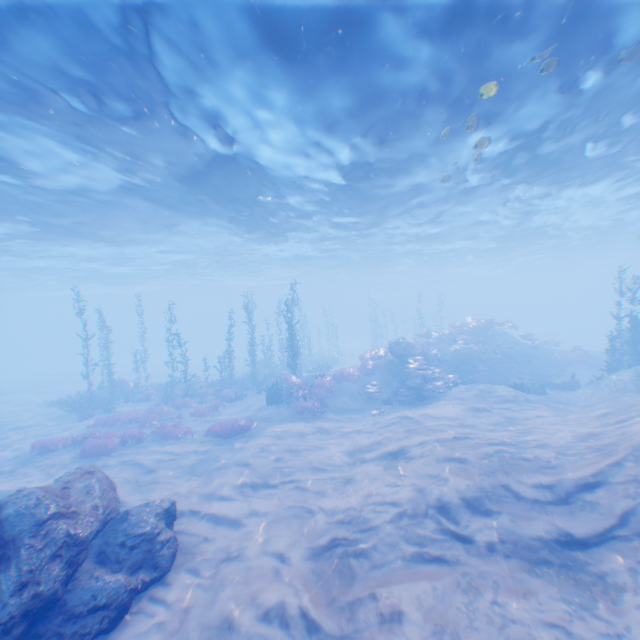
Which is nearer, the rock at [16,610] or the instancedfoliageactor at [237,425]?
the rock at [16,610]

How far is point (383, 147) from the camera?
13.8 meters

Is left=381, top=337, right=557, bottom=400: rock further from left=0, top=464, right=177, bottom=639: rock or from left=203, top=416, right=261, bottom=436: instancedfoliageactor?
left=203, top=416, right=261, bottom=436: instancedfoliageactor

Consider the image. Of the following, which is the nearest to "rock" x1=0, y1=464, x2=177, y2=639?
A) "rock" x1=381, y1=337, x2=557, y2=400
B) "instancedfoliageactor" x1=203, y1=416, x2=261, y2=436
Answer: "rock" x1=381, y1=337, x2=557, y2=400

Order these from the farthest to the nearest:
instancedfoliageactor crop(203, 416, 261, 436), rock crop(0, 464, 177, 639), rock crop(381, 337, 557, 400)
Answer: rock crop(381, 337, 557, 400) → instancedfoliageactor crop(203, 416, 261, 436) → rock crop(0, 464, 177, 639)

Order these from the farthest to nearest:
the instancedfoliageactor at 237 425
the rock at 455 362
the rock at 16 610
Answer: the rock at 455 362, the instancedfoliageactor at 237 425, the rock at 16 610
